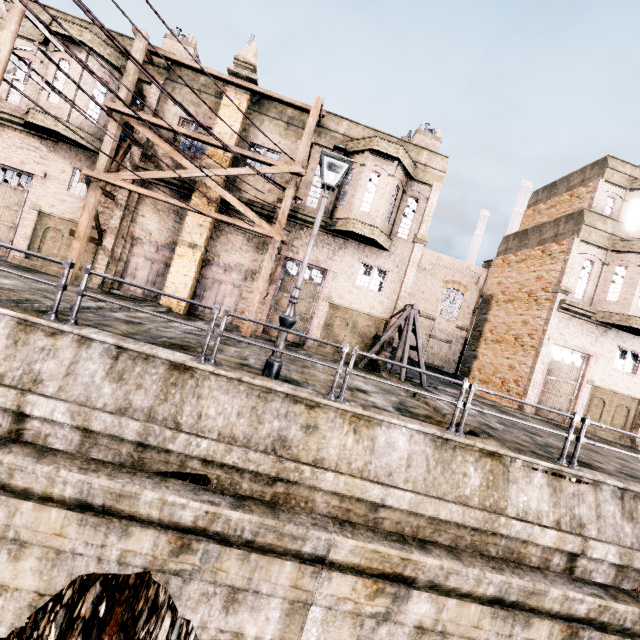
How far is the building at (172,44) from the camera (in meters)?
18.00

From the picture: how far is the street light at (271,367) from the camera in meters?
7.6 m

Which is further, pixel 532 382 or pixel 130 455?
pixel 532 382

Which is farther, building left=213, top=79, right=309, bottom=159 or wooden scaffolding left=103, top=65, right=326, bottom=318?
building left=213, top=79, right=309, bottom=159

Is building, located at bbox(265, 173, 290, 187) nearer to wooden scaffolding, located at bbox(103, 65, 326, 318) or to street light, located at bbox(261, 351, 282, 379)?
wooden scaffolding, located at bbox(103, 65, 326, 318)

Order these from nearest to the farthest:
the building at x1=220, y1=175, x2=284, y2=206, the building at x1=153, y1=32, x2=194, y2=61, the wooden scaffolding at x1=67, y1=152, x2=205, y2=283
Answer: the wooden scaffolding at x1=67, y1=152, x2=205, y2=283 → the building at x1=220, y1=175, x2=284, y2=206 → the building at x1=153, y1=32, x2=194, y2=61

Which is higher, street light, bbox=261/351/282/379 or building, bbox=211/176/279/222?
building, bbox=211/176/279/222
